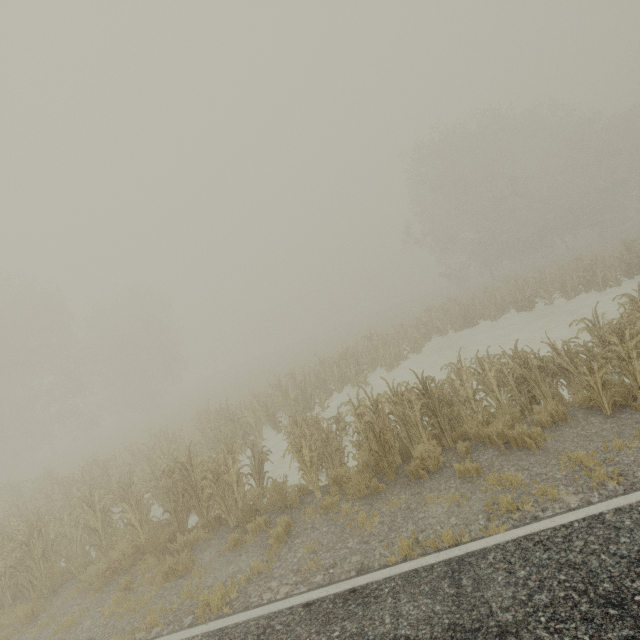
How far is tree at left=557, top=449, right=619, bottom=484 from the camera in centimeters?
486cm

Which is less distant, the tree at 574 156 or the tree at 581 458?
the tree at 581 458

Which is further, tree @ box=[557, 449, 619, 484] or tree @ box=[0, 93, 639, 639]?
tree @ box=[0, 93, 639, 639]

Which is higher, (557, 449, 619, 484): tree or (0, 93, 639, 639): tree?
(0, 93, 639, 639): tree

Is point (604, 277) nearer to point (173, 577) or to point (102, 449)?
point (173, 577)

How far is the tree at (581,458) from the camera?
4.9 meters
